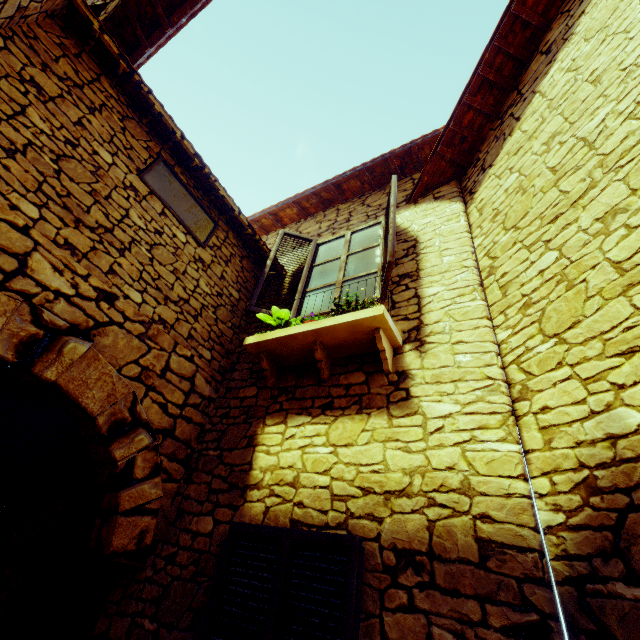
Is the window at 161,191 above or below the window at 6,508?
above

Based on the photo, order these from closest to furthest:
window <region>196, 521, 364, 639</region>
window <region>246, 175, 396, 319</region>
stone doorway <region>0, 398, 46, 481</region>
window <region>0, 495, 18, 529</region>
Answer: window <region>196, 521, 364, 639</region> < window <region>246, 175, 396, 319</region> < window <region>0, 495, 18, 529</region> < stone doorway <region>0, 398, 46, 481</region>

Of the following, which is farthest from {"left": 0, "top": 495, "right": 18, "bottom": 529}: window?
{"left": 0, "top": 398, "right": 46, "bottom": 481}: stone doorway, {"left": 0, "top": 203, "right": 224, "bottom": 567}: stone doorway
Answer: {"left": 0, "top": 203, "right": 224, "bottom": 567}: stone doorway

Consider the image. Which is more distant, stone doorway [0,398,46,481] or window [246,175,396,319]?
stone doorway [0,398,46,481]

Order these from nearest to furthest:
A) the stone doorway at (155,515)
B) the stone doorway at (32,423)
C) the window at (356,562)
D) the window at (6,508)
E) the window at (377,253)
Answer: the window at (356,562)
the stone doorway at (155,515)
the window at (377,253)
the window at (6,508)
the stone doorway at (32,423)

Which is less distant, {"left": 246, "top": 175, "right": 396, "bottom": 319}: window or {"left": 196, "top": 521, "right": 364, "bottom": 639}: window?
{"left": 196, "top": 521, "right": 364, "bottom": 639}: window

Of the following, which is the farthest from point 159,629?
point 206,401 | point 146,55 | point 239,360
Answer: point 146,55

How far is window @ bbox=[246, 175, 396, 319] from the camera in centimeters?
349cm
